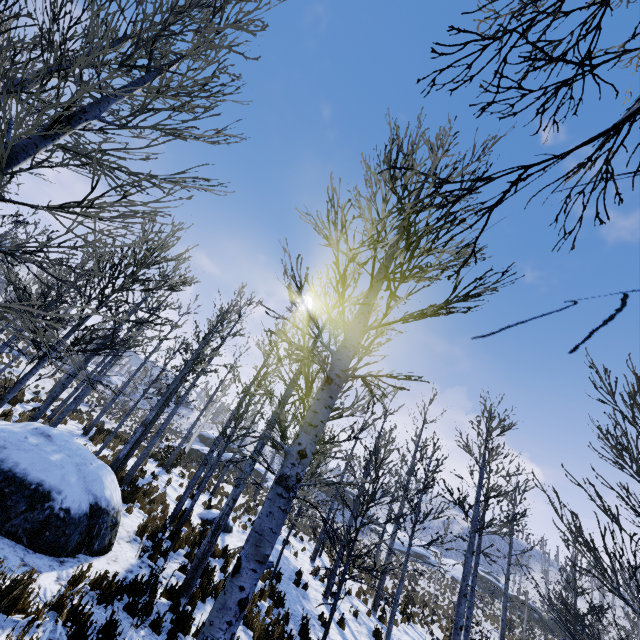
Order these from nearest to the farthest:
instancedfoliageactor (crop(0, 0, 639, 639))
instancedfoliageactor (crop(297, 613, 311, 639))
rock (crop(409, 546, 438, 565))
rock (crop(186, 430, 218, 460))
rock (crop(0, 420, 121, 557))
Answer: instancedfoliageactor (crop(0, 0, 639, 639)) < rock (crop(0, 420, 121, 557)) < instancedfoliageactor (crop(297, 613, 311, 639)) < rock (crop(186, 430, 218, 460)) < rock (crop(409, 546, 438, 565))

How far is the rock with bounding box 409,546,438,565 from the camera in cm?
4800

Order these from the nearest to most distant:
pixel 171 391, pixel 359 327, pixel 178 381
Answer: pixel 359 327 < pixel 178 381 < pixel 171 391

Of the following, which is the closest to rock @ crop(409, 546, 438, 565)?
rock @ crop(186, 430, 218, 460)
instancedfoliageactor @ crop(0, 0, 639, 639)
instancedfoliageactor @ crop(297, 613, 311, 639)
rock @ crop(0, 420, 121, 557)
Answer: rock @ crop(186, 430, 218, 460)

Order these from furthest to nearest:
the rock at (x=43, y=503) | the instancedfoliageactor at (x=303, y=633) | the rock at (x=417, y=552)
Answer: the rock at (x=417, y=552) → the instancedfoliageactor at (x=303, y=633) → the rock at (x=43, y=503)

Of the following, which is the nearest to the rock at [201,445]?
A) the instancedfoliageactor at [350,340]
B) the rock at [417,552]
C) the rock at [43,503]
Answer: the rock at [417,552]

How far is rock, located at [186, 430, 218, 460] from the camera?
37.34m

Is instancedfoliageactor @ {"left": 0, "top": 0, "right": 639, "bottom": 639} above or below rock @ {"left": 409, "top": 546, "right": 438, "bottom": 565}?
below
